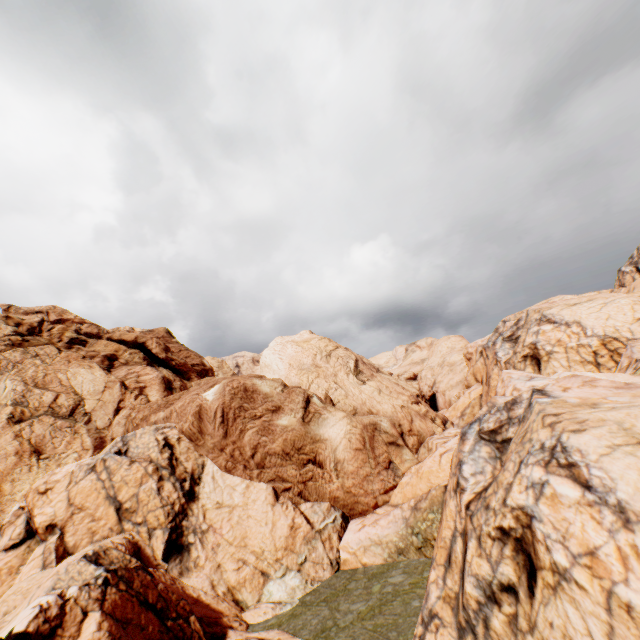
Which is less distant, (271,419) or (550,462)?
(550,462)
